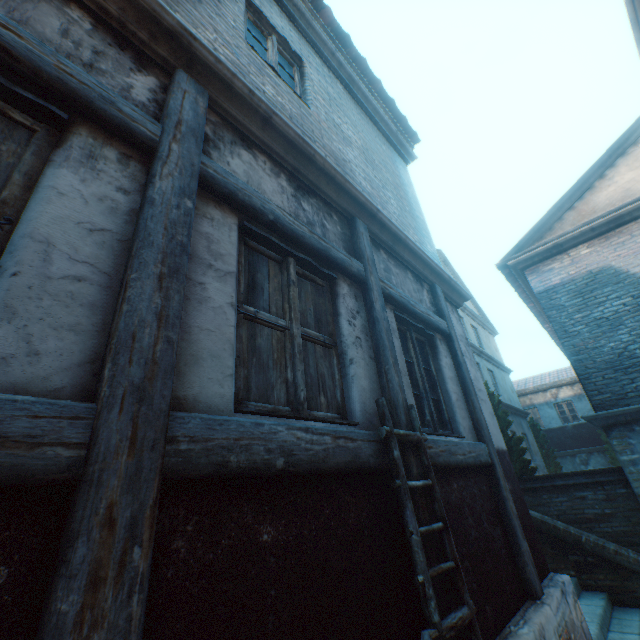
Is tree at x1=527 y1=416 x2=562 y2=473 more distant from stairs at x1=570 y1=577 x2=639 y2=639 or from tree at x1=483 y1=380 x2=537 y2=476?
stairs at x1=570 y1=577 x2=639 y2=639

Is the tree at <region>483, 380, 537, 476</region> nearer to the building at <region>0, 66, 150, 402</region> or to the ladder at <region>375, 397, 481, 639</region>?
the building at <region>0, 66, 150, 402</region>

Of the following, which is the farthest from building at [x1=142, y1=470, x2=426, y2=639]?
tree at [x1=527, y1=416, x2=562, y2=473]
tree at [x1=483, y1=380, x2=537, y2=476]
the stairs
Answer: tree at [x1=527, y1=416, x2=562, y2=473]

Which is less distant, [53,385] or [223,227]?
[53,385]

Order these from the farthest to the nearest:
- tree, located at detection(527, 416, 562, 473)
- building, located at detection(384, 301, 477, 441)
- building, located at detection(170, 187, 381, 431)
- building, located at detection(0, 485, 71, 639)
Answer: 1. tree, located at detection(527, 416, 562, 473)
2. building, located at detection(384, 301, 477, 441)
3. building, located at detection(170, 187, 381, 431)
4. building, located at detection(0, 485, 71, 639)

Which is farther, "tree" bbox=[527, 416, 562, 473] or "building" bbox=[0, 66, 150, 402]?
"tree" bbox=[527, 416, 562, 473]

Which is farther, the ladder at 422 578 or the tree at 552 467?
the tree at 552 467

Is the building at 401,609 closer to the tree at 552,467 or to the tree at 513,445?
the tree at 513,445
